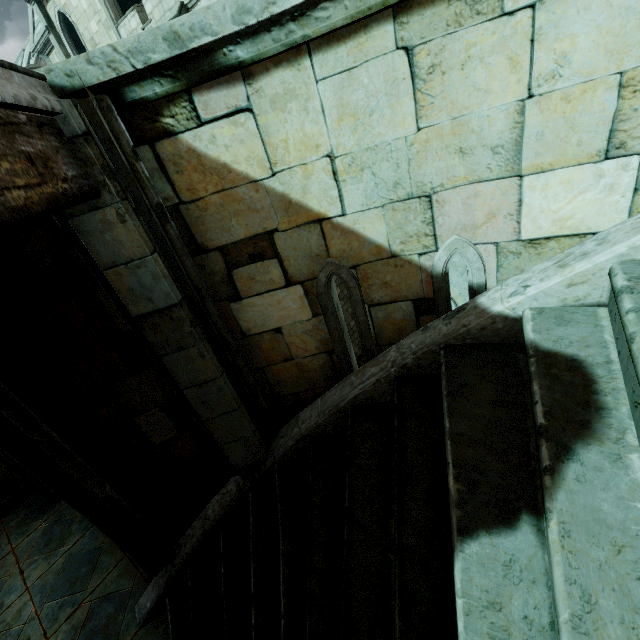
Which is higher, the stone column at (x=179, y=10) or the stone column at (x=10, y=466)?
the stone column at (x=179, y=10)

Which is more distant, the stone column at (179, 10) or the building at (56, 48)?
the building at (56, 48)

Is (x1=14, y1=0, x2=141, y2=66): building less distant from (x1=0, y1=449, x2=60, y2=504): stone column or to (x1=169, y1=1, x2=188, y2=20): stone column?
(x1=169, y1=1, x2=188, y2=20): stone column

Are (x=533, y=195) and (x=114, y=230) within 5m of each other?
yes

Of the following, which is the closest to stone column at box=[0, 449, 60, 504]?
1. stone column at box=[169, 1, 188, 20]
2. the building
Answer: stone column at box=[169, 1, 188, 20]

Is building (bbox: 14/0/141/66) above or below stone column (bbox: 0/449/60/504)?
above
